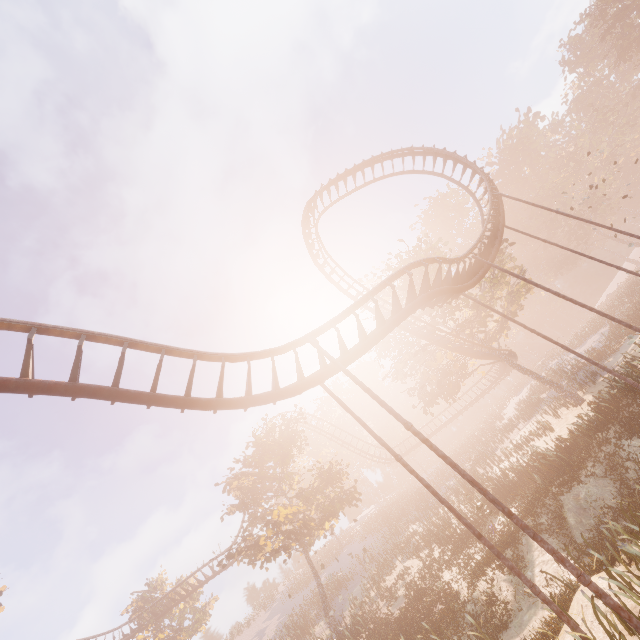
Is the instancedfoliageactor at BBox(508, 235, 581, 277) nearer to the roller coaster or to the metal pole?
the roller coaster

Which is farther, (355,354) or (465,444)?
(465,444)

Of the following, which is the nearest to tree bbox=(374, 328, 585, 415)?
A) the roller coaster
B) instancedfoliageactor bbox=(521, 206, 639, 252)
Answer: the roller coaster

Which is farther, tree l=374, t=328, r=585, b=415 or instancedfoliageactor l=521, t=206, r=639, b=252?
instancedfoliageactor l=521, t=206, r=639, b=252

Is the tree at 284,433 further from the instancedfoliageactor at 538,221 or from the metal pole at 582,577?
the metal pole at 582,577

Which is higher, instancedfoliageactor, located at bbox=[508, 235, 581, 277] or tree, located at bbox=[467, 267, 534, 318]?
instancedfoliageactor, located at bbox=[508, 235, 581, 277]

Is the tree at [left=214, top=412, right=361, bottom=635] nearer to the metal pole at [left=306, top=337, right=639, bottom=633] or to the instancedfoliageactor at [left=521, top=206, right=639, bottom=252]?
the instancedfoliageactor at [left=521, top=206, right=639, bottom=252]

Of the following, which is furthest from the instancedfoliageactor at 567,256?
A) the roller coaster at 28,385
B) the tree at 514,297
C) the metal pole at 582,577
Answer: the metal pole at 582,577
